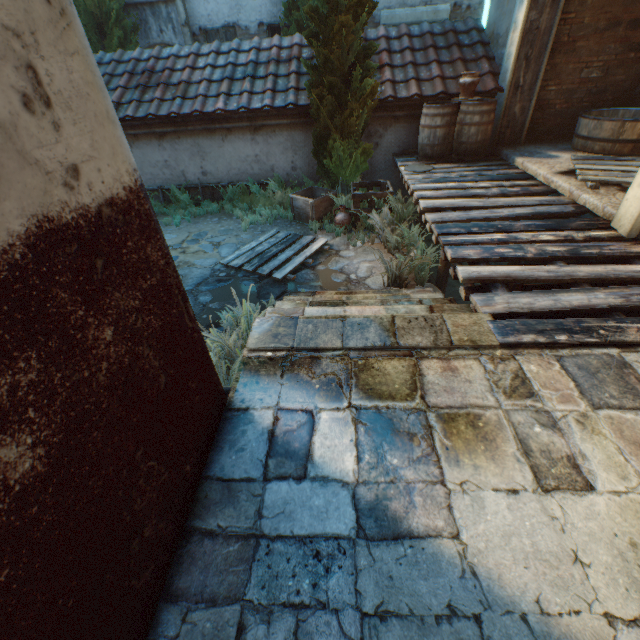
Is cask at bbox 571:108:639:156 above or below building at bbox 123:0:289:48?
below

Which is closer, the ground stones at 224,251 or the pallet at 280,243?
the pallet at 280,243

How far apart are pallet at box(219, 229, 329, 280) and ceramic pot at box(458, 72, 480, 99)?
3.76m

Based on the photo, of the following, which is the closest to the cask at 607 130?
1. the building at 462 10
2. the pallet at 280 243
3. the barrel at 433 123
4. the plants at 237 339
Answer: the barrel at 433 123

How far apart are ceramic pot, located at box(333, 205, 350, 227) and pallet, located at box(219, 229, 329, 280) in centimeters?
63cm

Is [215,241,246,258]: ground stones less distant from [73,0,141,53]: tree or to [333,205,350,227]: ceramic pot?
[333,205,350,227]: ceramic pot

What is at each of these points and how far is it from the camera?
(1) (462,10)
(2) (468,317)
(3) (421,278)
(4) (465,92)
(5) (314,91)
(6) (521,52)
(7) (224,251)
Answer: (1) building, 9.5m
(2) stairs, 2.7m
(3) plants, 4.8m
(4) ceramic pot, 6.0m
(5) tree, 5.8m
(6) building, 5.8m
(7) ground stones, 6.2m

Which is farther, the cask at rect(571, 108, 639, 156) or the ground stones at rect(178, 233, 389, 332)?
the cask at rect(571, 108, 639, 156)
